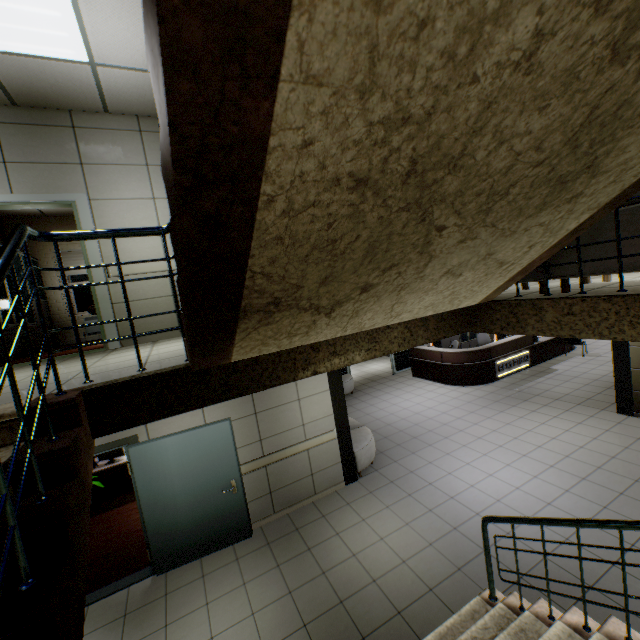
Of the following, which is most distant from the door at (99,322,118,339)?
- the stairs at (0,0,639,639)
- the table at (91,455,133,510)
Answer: the table at (91,455,133,510)

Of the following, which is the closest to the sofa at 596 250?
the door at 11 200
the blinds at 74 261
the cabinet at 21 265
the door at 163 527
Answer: the door at 163 527

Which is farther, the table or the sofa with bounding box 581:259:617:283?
the table

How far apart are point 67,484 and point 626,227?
3.7m

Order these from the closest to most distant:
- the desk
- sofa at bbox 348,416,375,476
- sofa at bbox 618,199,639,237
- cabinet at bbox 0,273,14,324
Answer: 1. sofa at bbox 618,199,639,237
2. cabinet at bbox 0,273,14,324
3. sofa at bbox 348,416,375,476
4. the desk

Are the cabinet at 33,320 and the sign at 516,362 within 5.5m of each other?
no

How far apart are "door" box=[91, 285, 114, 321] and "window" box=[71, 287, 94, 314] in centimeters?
488cm
